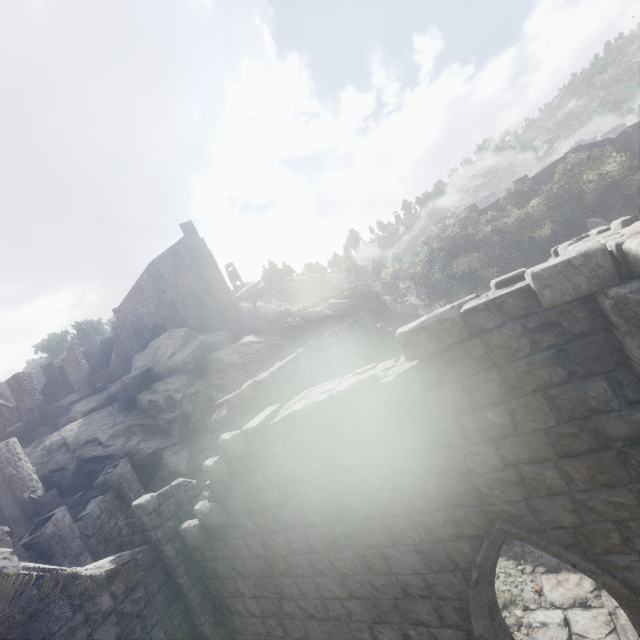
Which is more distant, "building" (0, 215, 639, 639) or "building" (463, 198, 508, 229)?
"building" (463, 198, 508, 229)

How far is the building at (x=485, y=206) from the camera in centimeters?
3266cm

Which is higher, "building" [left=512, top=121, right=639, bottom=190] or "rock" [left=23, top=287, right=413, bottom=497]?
"building" [left=512, top=121, right=639, bottom=190]

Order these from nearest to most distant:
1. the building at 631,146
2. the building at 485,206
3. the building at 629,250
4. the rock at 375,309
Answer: the building at 629,250 < the rock at 375,309 < the building at 631,146 < the building at 485,206

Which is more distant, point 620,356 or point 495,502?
point 495,502

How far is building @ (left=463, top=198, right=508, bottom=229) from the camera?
32.7m
